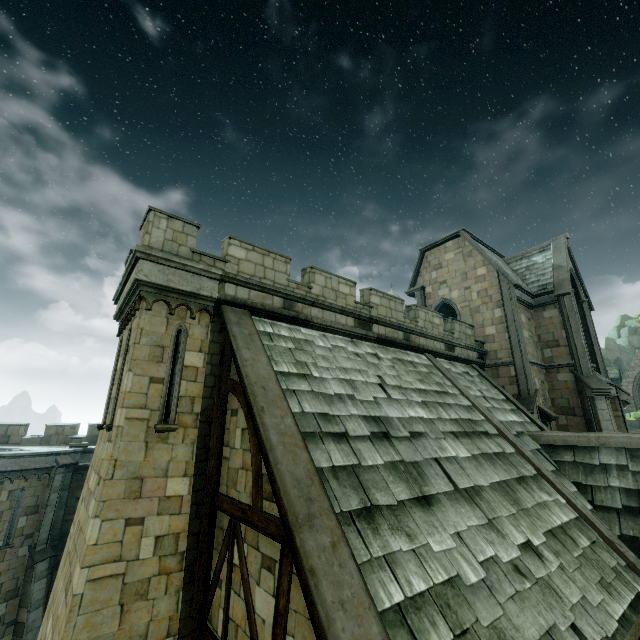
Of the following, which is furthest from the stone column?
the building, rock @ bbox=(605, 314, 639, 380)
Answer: rock @ bbox=(605, 314, 639, 380)

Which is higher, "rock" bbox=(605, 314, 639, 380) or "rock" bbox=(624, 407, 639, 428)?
"rock" bbox=(605, 314, 639, 380)

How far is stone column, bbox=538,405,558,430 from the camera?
14.8m

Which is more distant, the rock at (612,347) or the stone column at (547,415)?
the rock at (612,347)

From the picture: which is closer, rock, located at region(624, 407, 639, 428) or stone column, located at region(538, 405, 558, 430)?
stone column, located at region(538, 405, 558, 430)

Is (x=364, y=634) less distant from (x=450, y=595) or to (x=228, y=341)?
(x=450, y=595)

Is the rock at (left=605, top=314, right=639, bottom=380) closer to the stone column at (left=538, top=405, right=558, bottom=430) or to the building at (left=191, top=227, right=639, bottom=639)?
the building at (left=191, top=227, right=639, bottom=639)

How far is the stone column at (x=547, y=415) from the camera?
14.78m
